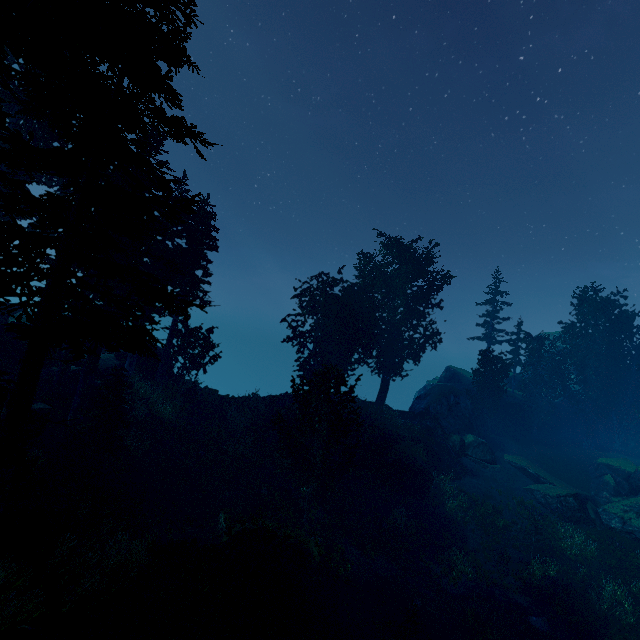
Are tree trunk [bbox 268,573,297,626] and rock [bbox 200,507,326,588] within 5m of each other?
yes

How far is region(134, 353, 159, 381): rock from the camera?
26.00m

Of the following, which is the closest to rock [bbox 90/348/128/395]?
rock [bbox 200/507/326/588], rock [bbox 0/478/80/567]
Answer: rock [bbox 0/478/80/567]

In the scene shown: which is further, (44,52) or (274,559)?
(274,559)

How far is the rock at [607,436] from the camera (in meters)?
41.03

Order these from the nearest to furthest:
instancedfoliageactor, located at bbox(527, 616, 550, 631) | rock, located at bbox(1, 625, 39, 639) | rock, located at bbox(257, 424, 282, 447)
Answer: rock, located at bbox(1, 625, 39, 639) → instancedfoliageactor, located at bbox(527, 616, 550, 631) → rock, located at bbox(257, 424, 282, 447)

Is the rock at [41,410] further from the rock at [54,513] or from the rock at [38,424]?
the rock at [54,513]

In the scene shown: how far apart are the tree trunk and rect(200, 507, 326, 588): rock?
0.5m
